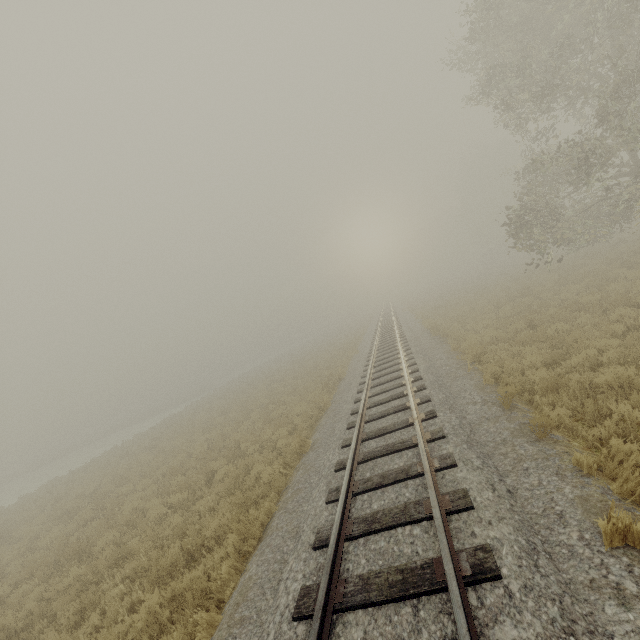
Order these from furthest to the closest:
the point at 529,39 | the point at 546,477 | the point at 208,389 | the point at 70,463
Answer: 1. the point at 208,389
2. the point at 70,463
3. the point at 529,39
4. the point at 546,477
